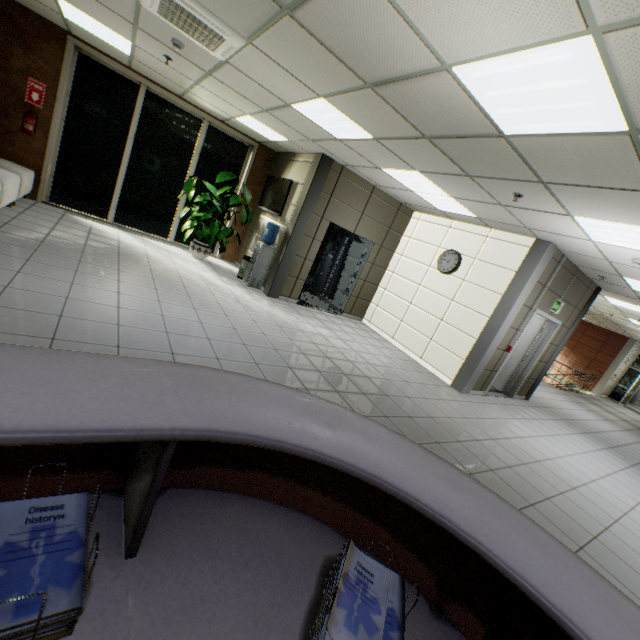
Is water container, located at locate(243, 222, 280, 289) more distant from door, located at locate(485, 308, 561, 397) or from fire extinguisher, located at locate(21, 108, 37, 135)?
door, located at locate(485, 308, 561, 397)

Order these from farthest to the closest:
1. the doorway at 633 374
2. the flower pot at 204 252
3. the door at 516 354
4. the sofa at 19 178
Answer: the doorway at 633 374
the flower pot at 204 252
the door at 516 354
the sofa at 19 178

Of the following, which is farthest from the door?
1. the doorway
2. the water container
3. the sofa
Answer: the doorway

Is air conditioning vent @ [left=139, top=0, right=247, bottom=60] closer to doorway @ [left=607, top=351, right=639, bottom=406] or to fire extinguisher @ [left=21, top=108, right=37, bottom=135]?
fire extinguisher @ [left=21, top=108, right=37, bottom=135]

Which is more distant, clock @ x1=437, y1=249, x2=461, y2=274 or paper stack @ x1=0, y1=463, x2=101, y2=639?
clock @ x1=437, y1=249, x2=461, y2=274

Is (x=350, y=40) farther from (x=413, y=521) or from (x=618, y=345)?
(x=618, y=345)

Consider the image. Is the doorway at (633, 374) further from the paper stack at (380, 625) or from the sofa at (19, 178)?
the sofa at (19, 178)

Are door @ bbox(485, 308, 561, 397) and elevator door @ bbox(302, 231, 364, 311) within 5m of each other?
yes
